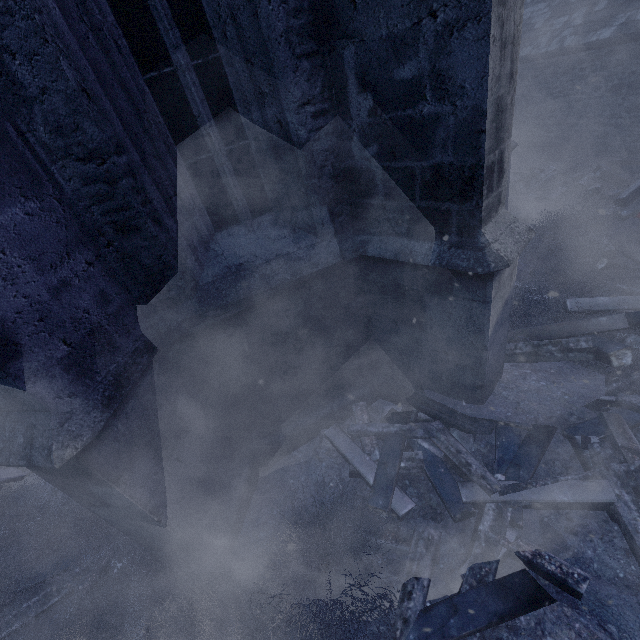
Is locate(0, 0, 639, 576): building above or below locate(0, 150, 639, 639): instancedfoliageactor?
above

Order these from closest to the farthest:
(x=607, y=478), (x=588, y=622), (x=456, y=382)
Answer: (x=588, y=622) < (x=607, y=478) < (x=456, y=382)

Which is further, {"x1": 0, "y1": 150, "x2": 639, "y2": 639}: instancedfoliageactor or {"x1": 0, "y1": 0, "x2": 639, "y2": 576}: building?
{"x1": 0, "y1": 150, "x2": 639, "y2": 639}: instancedfoliageactor

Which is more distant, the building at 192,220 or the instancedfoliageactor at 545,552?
the instancedfoliageactor at 545,552

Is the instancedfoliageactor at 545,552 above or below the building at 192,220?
below
